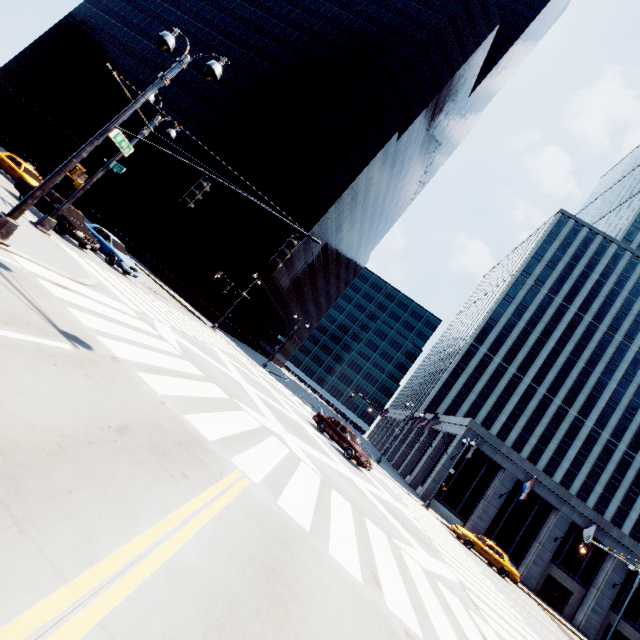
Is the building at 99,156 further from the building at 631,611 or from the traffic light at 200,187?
the traffic light at 200,187

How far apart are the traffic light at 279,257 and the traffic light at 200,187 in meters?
2.6

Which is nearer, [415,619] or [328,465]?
[415,619]

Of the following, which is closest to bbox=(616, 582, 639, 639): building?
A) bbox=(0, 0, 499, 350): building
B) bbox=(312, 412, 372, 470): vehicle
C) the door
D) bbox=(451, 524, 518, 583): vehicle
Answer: the door

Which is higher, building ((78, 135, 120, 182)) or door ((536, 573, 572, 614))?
building ((78, 135, 120, 182))

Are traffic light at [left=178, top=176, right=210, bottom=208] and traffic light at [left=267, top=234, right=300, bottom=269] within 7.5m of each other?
yes

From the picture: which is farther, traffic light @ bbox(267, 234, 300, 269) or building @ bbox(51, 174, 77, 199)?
building @ bbox(51, 174, 77, 199)

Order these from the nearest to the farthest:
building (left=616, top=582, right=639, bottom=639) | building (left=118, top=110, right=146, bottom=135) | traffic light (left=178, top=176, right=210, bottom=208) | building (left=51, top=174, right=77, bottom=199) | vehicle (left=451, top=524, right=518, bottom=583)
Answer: traffic light (left=178, top=176, right=210, bottom=208) → vehicle (left=451, top=524, right=518, bottom=583) → building (left=616, top=582, right=639, bottom=639) → building (left=51, top=174, right=77, bottom=199) → building (left=118, top=110, right=146, bottom=135)
